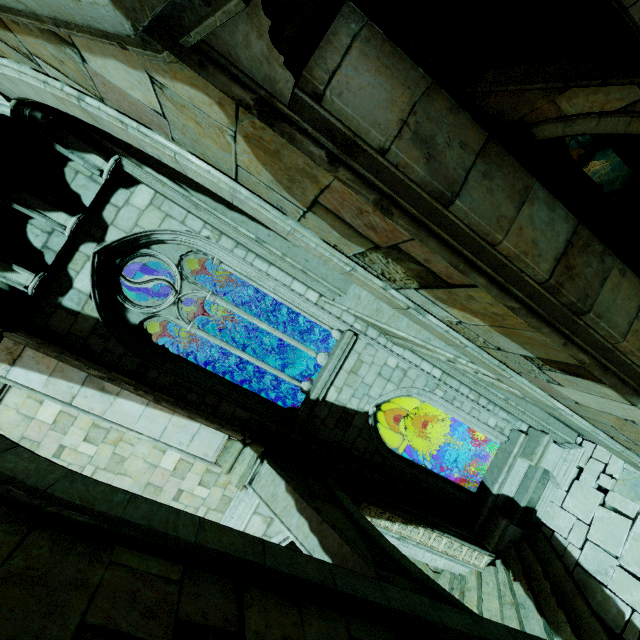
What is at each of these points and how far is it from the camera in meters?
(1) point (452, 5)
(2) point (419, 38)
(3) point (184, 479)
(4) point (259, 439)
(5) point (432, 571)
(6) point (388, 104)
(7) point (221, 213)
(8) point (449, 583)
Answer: (1) rock, 7.5 m
(2) stone column, 7.1 m
(3) building, 7.1 m
(4) column top, 6.9 m
(5) brick, 9.0 m
(6) buttress, 1.7 m
(7) stone column, 6.3 m
(8) stone column, 8.8 m

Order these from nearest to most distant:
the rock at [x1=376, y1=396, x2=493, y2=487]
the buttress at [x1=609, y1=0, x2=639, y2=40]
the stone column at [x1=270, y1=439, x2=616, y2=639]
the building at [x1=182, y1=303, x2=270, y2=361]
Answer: the buttress at [x1=609, y1=0, x2=639, y2=40]
the stone column at [x1=270, y1=439, x2=616, y2=639]
the building at [x1=182, y1=303, x2=270, y2=361]
the rock at [x1=376, y1=396, x2=493, y2=487]

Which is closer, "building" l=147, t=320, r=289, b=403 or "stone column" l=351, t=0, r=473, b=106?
"stone column" l=351, t=0, r=473, b=106

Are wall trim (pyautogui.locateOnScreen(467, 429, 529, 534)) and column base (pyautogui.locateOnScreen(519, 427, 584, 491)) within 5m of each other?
yes

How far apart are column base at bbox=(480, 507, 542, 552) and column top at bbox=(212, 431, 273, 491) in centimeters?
676cm

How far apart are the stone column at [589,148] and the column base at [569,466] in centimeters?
1231cm

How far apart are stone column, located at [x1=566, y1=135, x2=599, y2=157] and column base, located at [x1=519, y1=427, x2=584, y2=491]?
12.3 meters

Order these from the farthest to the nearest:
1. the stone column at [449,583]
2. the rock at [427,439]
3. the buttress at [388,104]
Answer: the rock at [427,439] → the stone column at [449,583] → the buttress at [388,104]
